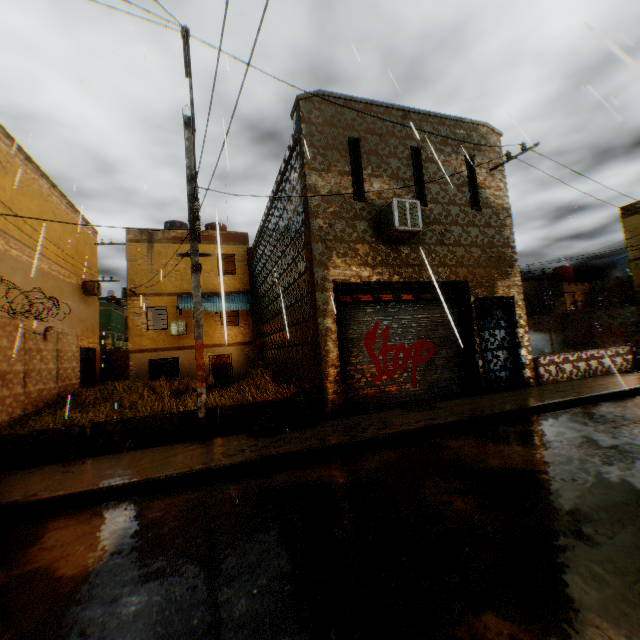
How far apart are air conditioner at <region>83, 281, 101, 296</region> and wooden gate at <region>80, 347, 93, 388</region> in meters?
3.2 m

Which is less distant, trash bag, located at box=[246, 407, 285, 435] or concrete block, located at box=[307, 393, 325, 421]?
trash bag, located at box=[246, 407, 285, 435]

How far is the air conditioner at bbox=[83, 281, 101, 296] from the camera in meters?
19.4 m

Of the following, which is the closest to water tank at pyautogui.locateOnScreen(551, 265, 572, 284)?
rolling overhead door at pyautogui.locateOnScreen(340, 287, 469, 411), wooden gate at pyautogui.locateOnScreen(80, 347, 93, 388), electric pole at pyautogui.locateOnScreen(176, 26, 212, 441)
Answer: rolling overhead door at pyautogui.locateOnScreen(340, 287, 469, 411)

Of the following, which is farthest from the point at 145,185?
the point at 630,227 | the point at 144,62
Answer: the point at 630,227

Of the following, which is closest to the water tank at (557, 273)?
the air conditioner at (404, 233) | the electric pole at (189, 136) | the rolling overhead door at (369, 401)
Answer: the rolling overhead door at (369, 401)

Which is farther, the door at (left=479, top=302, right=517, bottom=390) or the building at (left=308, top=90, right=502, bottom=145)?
the door at (left=479, top=302, right=517, bottom=390)

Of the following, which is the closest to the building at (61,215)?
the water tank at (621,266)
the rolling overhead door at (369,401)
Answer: the rolling overhead door at (369,401)
